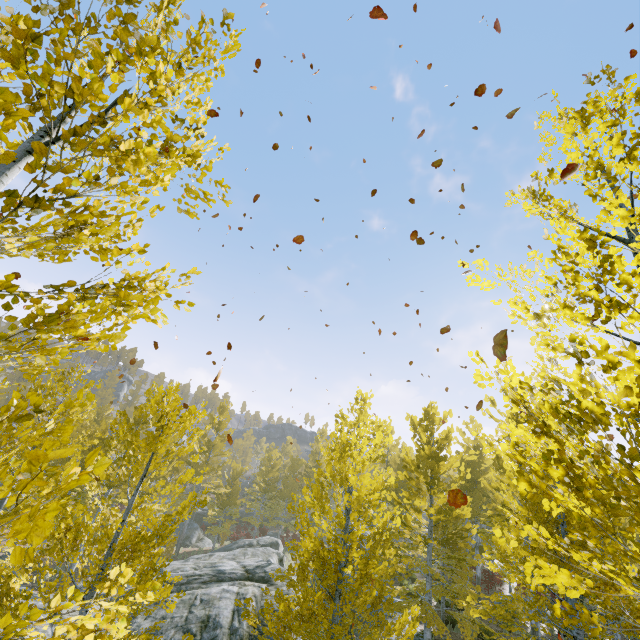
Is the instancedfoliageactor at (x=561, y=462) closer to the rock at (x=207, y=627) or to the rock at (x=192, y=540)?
the rock at (x=207, y=627)

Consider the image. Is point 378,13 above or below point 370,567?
above

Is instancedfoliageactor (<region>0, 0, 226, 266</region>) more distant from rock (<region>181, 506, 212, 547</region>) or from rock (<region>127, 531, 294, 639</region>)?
rock (<region>181, 506, 212, 547</region>)

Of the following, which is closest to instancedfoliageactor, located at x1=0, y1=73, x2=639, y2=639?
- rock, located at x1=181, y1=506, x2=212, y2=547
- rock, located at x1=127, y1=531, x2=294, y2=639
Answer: rock, located at x1=127, y1=531, x2=294, y2=639

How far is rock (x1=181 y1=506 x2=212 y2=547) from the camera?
30.2m

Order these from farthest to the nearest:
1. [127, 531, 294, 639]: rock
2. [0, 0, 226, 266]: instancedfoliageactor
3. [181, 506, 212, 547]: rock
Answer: [181, 506, 212, 547]: rock → [127, 531, 294, 639]: rock → [0, 0, 226, 266]: instancedfoliageactor

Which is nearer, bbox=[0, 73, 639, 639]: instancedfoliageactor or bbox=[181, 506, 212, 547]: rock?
bbox=[0, 73, 639, 639]: instancedfoliageactor
